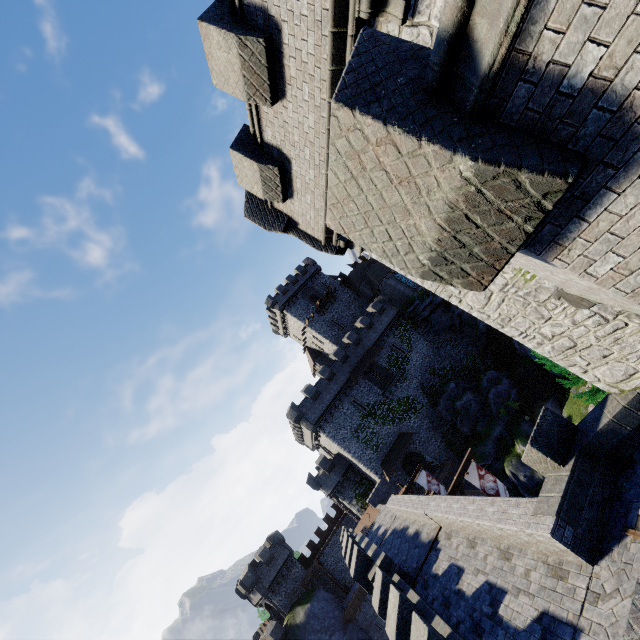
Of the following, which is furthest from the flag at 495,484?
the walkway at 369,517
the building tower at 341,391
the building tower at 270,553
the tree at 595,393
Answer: the building tower at 270,553

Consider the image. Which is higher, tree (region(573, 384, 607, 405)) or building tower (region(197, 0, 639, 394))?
building tower (region(197, 0, 639, 394))

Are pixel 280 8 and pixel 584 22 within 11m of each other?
→ yes

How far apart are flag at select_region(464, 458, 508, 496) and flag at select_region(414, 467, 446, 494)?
9.02m

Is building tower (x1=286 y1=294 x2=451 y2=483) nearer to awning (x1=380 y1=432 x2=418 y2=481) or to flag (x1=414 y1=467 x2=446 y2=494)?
awning (x1=380 y1=432 x2=418 y2=481)

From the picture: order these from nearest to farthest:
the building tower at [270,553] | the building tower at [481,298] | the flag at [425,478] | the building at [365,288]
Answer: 1. the building tower at [481,298]
2. the flag at [425,478]
3. the building tower at [270,553]
4. the building at [365,288]

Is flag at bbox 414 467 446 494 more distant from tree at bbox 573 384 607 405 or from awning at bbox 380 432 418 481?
tree at bbox 573 384 607 405

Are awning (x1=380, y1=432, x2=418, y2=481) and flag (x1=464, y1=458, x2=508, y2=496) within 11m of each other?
no
